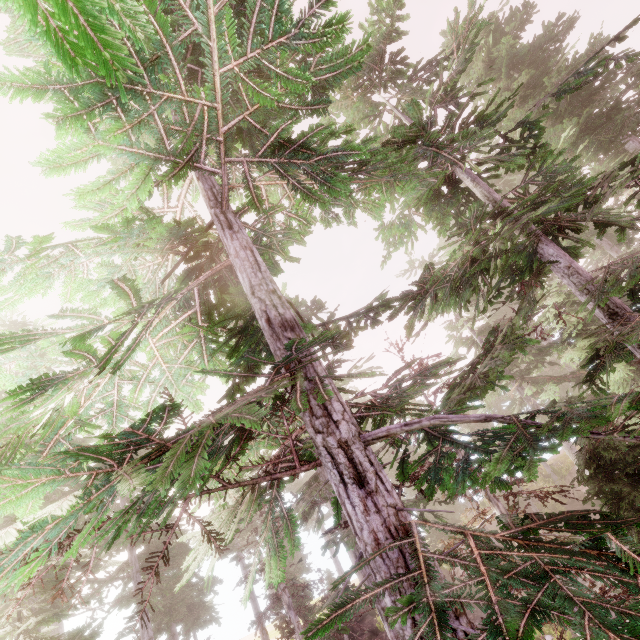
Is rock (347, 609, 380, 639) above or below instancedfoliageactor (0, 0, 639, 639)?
below

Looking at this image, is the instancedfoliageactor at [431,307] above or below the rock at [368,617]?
above

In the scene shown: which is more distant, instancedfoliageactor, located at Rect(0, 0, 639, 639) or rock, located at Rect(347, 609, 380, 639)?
rock, located at Rect(347, 609, 380, 639)

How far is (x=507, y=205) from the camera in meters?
7.5

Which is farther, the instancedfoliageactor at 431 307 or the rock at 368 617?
the rock at 368 617
